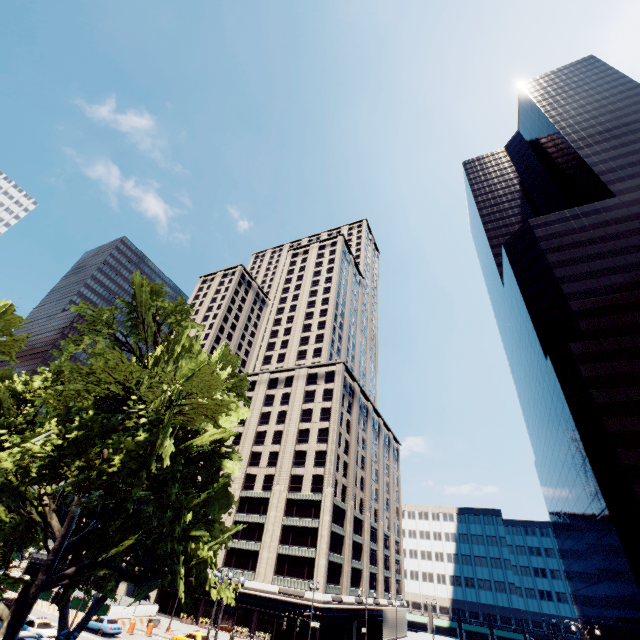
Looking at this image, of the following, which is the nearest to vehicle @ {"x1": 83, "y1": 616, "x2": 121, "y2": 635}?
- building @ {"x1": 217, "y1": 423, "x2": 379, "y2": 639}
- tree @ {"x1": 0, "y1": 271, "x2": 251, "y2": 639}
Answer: tree @ {"x1": 0, "y1": 271, "x2": 251, "y2": 639}

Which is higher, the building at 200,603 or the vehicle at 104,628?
the building at 200,603

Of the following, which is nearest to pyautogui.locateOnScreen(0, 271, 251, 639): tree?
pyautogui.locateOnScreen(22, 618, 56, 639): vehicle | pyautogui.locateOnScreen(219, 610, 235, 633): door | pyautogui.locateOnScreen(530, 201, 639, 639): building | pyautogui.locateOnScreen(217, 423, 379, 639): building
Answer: pyautogui.locateOnScreen(22, 618, 56, 639): vehicle

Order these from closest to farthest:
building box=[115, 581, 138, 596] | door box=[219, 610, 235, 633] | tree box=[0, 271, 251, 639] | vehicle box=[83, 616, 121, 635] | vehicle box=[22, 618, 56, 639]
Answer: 1. tree box=[0, 271, 251, 639]
2. vehicle box=[22, 618, 56, 639]
3. vehicle box=[83, 616, 121, 635]
4. door box=[219, 610, 235, 633]
5. building box=[115, 581, 138, 596]

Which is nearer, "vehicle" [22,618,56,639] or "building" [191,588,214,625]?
"vehicle" [22,618,56,639]

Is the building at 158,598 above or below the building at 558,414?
below

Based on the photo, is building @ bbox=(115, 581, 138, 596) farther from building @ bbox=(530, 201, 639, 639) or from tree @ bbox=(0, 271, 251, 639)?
building @ bbox=(530, 201, 639, 639)

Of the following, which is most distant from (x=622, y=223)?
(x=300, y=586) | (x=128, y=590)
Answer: (x=128, y=590)
